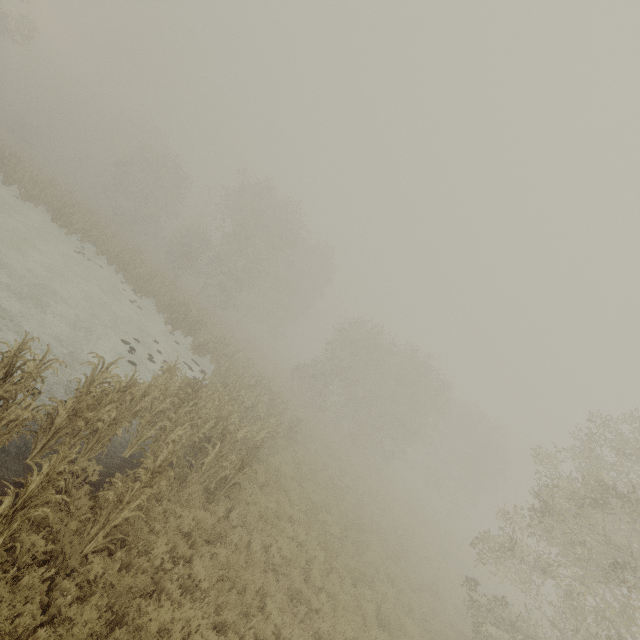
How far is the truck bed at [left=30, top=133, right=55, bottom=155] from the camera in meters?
48.1 m

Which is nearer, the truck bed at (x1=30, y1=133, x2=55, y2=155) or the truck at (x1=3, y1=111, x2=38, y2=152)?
the truck at (x1=3, y1=111, x2=38, y2=152)

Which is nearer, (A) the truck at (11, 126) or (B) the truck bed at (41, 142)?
(A) the truck at (11, 126)

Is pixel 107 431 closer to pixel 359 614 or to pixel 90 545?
pixel 90 545

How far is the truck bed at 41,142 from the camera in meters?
48.1 m
